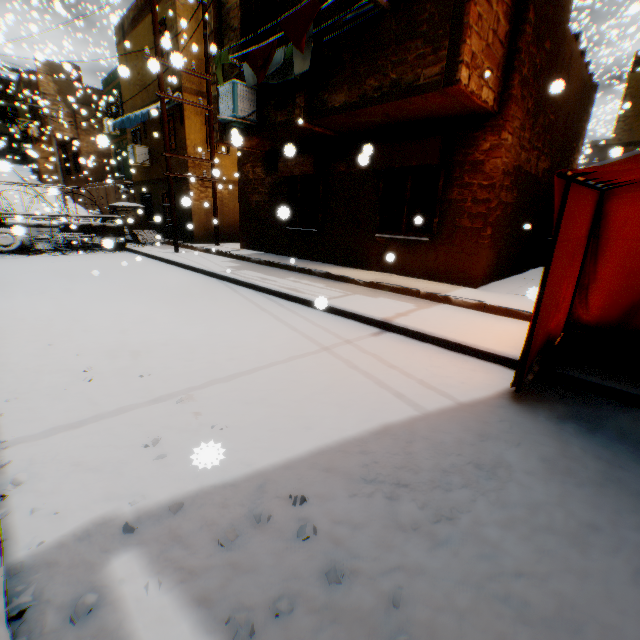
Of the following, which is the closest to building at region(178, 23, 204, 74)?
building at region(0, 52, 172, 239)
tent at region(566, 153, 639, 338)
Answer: tent at region(566, 153, 639, 338)

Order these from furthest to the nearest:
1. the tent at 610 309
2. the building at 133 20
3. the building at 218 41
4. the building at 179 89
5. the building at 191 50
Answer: the building at 133 20 < the building at 179 89 < the building at 191 50 < the building at 218 41 < the tent at 610 309

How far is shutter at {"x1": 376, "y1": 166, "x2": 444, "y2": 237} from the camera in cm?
733

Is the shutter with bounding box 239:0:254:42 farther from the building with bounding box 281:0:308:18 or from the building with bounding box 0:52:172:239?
the building with bounding box 0:52:172:239

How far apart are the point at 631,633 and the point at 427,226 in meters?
7.2 m

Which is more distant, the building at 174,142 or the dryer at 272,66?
the building at 174,142

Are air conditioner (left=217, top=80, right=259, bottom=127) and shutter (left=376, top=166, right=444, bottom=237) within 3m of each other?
no

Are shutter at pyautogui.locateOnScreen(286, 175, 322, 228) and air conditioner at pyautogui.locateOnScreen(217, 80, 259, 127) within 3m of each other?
yes
